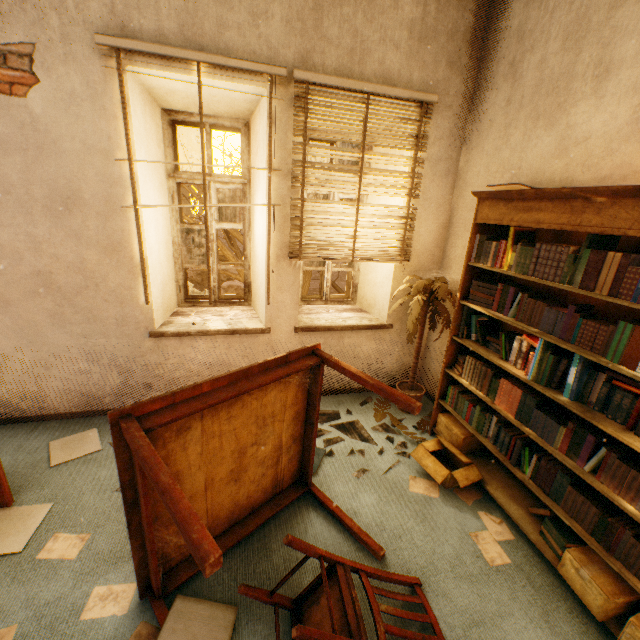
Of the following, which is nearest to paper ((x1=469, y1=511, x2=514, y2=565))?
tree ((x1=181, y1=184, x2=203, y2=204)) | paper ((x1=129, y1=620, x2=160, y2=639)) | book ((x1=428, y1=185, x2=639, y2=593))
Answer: book ((x1=428, y1=185, x2=639, y2=593))

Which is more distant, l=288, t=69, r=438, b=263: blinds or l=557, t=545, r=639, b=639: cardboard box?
l=288, t=69, r=438, b=263: blinds

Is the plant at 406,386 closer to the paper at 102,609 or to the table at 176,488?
the table at 176,488

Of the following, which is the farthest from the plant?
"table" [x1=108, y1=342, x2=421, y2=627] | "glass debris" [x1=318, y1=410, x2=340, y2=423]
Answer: "table" [x1=108, y1=342, x2=421, y2=627]

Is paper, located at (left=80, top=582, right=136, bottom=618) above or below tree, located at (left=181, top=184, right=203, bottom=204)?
below

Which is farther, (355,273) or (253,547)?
(355,273)

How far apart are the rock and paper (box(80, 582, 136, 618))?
30.2 meters

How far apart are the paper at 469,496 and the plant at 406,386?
0.6m
